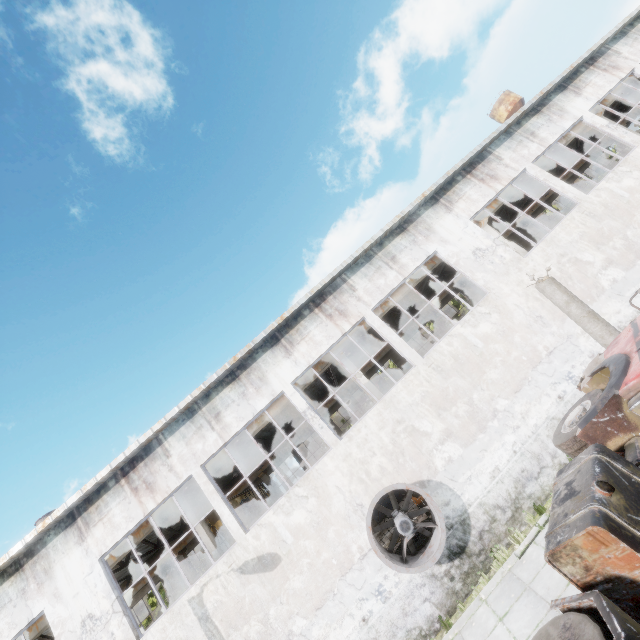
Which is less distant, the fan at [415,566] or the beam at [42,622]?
the fan at [415,566]

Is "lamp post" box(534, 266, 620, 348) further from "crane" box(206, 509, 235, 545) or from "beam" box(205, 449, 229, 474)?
"crane" box(206, 509, 235, 545)

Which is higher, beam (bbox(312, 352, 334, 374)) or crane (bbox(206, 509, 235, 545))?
beam (bbox(312, 352, 334, 374))

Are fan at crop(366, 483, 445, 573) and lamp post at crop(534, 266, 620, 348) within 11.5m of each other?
yes

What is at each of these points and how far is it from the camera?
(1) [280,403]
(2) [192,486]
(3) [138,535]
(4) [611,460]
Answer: (1) beam, 14.2 meters
(2) beam, 13.4 meters
(3) beam, 13.0 meters
(4) truck, 3.7 meters

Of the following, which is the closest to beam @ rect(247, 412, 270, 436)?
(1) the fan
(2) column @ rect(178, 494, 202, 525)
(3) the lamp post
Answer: (2) column @ rect(178, 494, 202, 525)

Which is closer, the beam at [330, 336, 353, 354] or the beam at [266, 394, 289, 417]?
the beam at [266, 394, 289, 417]

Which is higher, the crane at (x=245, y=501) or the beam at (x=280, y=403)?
the beam at (x=280, y=403)
